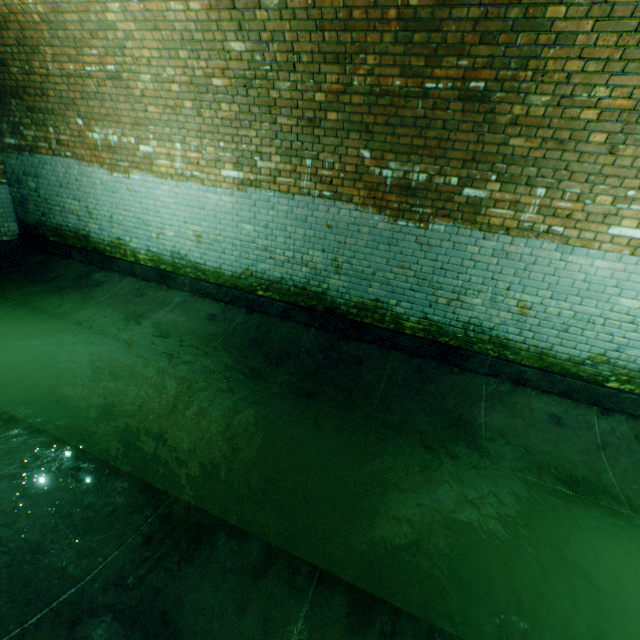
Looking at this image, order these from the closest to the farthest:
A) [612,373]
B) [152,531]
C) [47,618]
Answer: [47,618], [152,531], [612,373]
